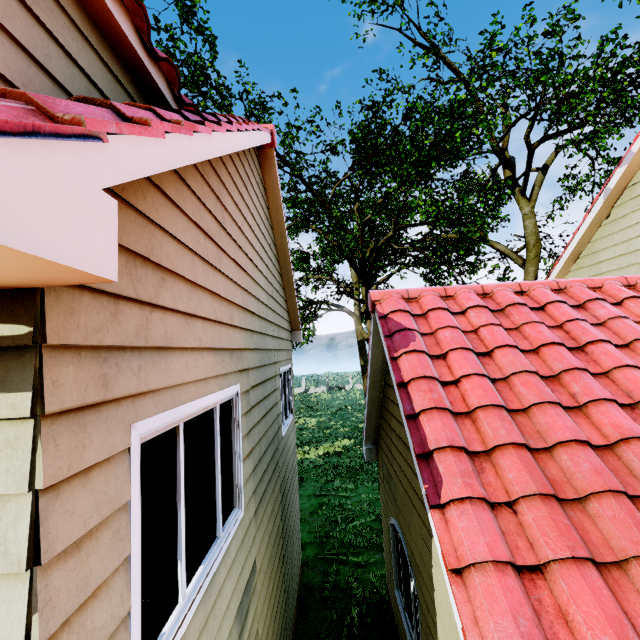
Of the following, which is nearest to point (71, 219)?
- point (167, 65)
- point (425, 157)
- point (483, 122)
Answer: point (167, 65)
